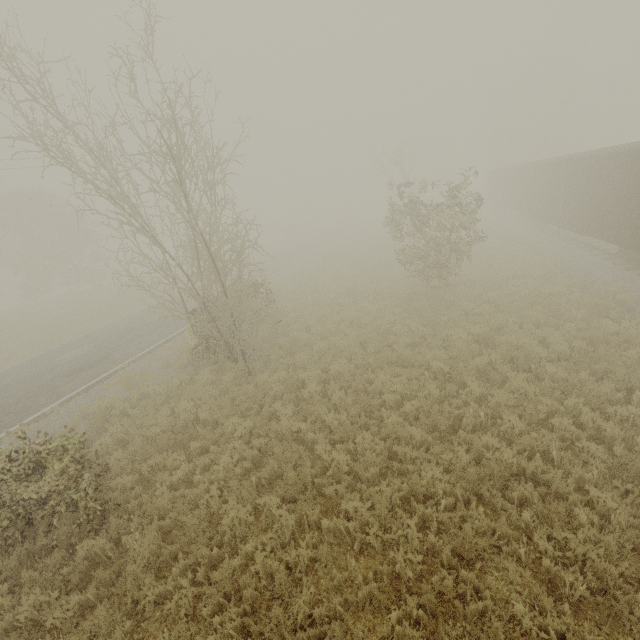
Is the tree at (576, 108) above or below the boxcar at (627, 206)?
above

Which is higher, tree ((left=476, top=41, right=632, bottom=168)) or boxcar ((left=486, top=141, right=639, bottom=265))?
tree ((left=476, top=41, right=632, bottom=168))

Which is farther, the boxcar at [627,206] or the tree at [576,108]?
the tree at [576,108]

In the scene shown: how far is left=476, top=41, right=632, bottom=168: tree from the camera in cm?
4303

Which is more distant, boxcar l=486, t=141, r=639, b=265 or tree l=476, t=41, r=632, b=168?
tree l=476, t=41, r=632, b=168

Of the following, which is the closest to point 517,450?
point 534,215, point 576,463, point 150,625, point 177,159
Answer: point 576,463
